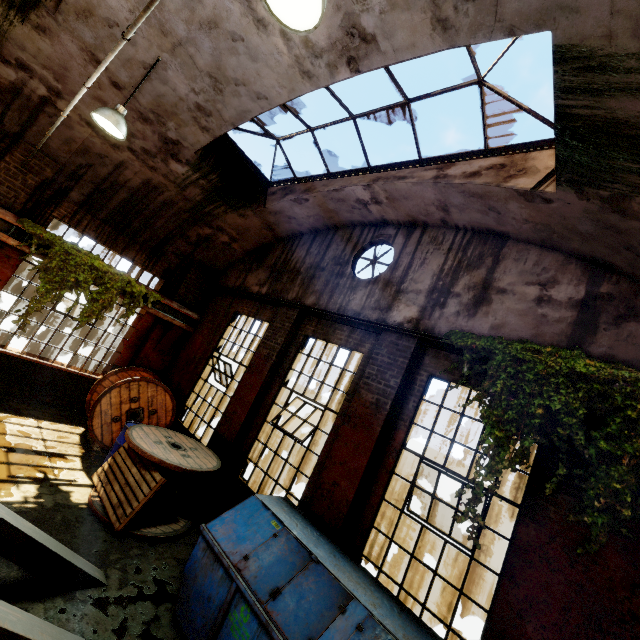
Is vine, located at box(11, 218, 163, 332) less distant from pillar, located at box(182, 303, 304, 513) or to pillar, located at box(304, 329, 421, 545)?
pillar, located at box(182, 303, 304, 513)

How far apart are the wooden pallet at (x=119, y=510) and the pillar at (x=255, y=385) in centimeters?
153cm

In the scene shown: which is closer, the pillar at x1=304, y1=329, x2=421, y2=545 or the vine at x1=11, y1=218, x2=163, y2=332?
the pillar at x1=304, y1=329, x2=421, y2=545

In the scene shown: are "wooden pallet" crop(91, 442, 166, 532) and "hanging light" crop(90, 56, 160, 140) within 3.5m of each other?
no

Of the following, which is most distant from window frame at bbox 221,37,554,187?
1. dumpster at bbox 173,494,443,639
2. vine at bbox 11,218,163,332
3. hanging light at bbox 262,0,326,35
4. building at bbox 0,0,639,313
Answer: dumpster at bbox 173,494,443,639

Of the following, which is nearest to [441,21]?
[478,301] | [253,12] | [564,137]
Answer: [564,137]

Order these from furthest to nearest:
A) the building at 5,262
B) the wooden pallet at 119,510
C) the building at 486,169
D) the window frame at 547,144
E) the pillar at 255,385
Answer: the building at 5,262 < the pillar at 255,385 < the wooden pallet at 119,510 < the window frame at 547,144 < the building at 486,169

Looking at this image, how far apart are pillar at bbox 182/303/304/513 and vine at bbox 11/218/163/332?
3.9m
